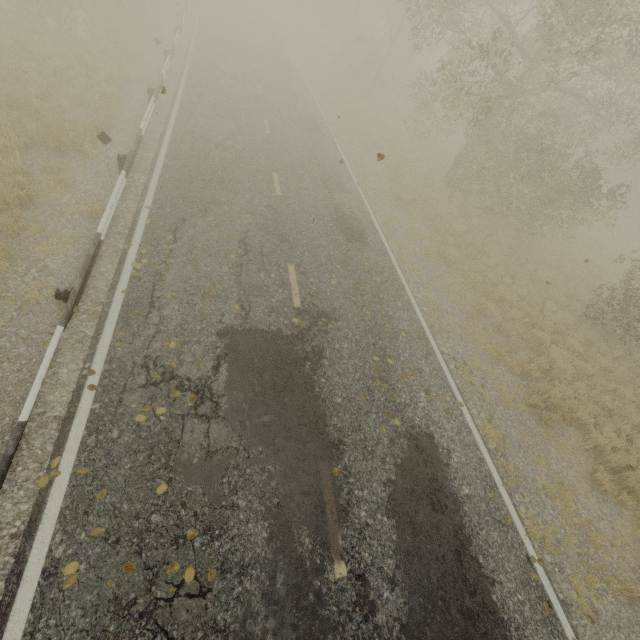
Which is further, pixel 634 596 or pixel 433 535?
pixel 634 596

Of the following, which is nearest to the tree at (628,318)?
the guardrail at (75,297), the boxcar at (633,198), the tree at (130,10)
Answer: the tree at (130,10)

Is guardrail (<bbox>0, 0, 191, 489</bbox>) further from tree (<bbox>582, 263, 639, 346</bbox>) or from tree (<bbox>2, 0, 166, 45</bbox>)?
tree (<bbox>582, 263, 639, 346</bbox>)

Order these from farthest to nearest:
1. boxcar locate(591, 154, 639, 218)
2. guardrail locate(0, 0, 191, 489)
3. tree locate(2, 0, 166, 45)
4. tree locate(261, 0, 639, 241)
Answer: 1. boxcar locate(591, 154, 639, 218)
2. tree locate(2, 0, 166, 45)
3. tree locate(261, 0, 639, 241)
4. guardrail locate(0, 0, 191, 489)

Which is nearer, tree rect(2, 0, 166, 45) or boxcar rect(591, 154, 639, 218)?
tree rect(2, 0, 166, 45)

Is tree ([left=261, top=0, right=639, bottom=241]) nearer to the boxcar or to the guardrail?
the guardrail

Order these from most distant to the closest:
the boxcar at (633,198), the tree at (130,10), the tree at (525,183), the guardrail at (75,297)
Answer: the boxcar at (633,198) → the tree at (130,10) → the tree at (525,183) → the guardrail at (75,297)

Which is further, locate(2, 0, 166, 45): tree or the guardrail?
locate(2, 0, 166, 45): tree
